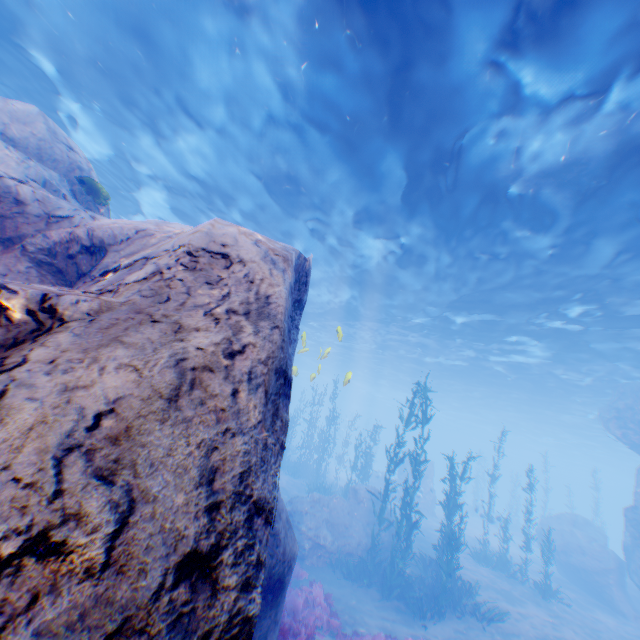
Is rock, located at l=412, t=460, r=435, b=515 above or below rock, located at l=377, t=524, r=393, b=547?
above

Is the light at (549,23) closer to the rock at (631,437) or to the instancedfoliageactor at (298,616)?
the rock at (631,437)

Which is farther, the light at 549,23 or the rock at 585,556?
the rock at 585,556

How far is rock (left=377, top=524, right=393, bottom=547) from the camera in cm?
1554

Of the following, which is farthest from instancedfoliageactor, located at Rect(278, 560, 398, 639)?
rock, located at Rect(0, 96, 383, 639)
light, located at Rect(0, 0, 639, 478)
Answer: light, located at Rect(0, 0, 639, 478)

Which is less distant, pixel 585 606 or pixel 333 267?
pixel 585 606
